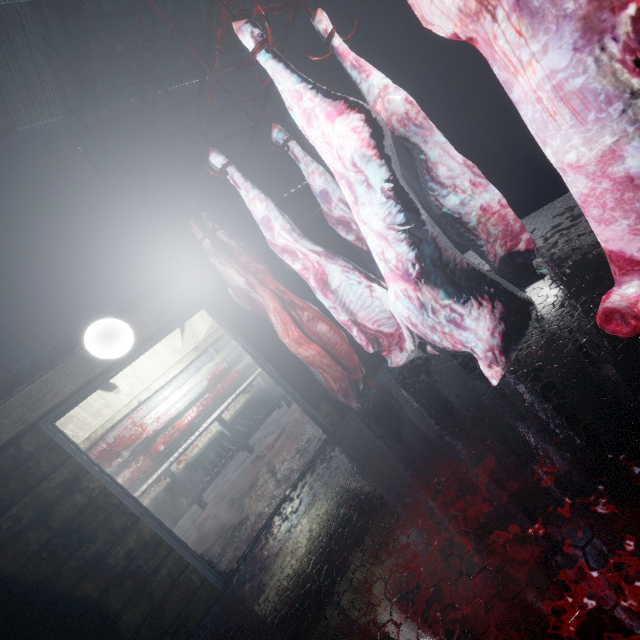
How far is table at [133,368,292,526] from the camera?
4.7 meters

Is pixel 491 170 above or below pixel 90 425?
below

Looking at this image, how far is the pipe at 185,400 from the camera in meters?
5.0

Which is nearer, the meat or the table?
the meat

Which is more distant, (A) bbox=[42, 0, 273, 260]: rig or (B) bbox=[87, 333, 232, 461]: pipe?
(B) bbox=[87, 333, 232, 461]: pipe

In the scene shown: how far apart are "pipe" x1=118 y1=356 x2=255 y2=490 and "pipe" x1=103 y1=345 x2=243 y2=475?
0.1 meters

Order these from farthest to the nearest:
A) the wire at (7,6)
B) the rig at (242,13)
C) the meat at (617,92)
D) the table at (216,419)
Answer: the table at (216,419) < the wire at (7,6) < the rig at (242,13) < the meat at (617,92)

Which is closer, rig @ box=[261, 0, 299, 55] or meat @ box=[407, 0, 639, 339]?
meat @ box=[407, 0, 639, 339]
